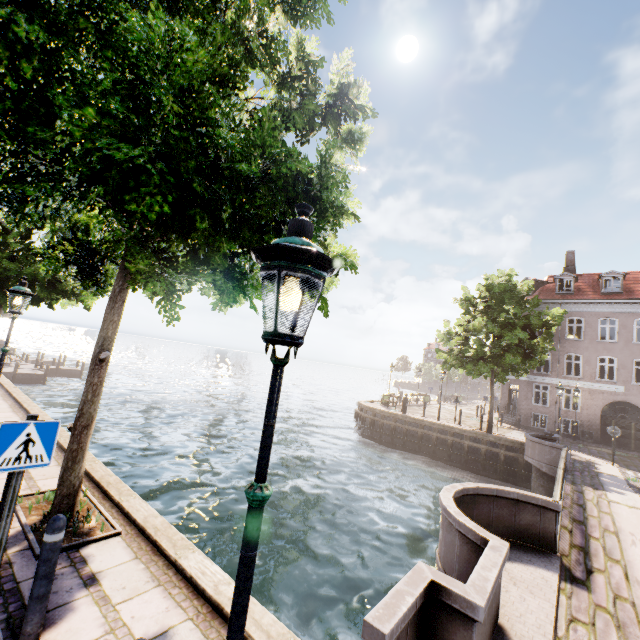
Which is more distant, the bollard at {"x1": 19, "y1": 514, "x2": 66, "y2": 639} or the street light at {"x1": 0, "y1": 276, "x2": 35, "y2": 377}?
the street light at {"x1": 0, "y1": 276, "x2": 35, "y2": 377}

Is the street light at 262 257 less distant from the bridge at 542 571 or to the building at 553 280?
the bridge at 542 571

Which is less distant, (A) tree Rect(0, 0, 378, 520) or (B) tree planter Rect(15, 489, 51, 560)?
(A) tree Rect(0, 0, 378, 520)

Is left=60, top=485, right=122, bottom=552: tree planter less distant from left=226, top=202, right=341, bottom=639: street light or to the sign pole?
the sign pole

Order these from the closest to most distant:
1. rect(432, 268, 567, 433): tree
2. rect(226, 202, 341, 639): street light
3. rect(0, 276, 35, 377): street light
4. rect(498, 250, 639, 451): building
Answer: rect(226, 202, 341, 639): street light
rect(0, 276, 35, 377): street light
rect(432, 268, 567, 433): tree
rect(498, 250, 639, 451): building

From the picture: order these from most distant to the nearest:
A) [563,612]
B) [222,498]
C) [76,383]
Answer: [76,383]
[222,498]
[563,612]

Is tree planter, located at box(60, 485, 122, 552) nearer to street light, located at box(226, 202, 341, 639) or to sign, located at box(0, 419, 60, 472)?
sign, located at box(0, 419, 60, 472)

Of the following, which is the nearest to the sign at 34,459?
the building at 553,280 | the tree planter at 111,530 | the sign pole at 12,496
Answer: the sign pole at 12,496
